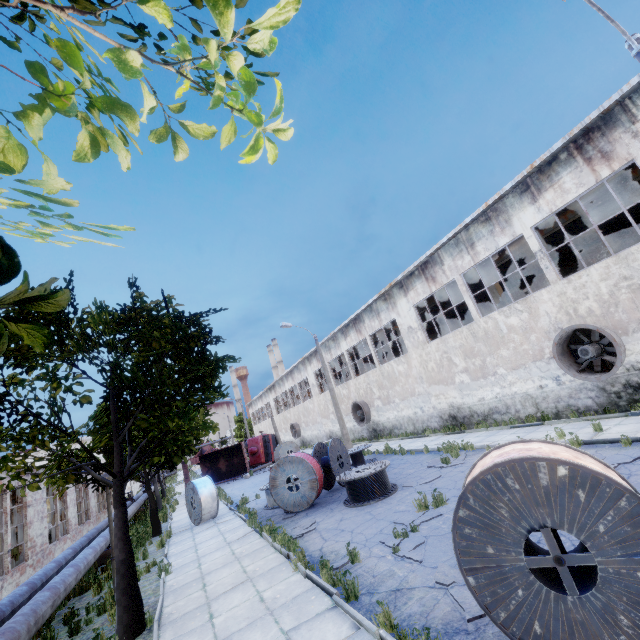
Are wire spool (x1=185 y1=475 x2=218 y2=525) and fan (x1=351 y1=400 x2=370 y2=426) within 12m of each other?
no

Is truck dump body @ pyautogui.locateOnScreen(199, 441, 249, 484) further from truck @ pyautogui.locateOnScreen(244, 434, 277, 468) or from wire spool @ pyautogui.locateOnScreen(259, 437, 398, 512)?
wire spool @ pyautogui.locateOnScreen(259, 437, 398, 512)

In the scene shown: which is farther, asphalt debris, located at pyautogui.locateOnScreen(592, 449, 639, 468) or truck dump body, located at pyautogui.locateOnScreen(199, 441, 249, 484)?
truck dump body, located at pyautogui.locateOnScreen(199, 441, 249, 484)

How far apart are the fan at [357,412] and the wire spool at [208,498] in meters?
13.5 m

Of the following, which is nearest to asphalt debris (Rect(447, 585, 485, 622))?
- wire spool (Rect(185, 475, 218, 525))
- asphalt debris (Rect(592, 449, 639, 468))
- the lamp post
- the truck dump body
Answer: asphalt debris (Rect(592, 449, 639, 468))

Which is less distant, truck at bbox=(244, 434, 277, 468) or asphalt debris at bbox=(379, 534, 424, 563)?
asphalt debris at bbox=(379, 534, 424, 563)

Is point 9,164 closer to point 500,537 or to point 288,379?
point 500,537

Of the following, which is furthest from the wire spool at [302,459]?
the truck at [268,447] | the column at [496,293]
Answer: the truck at [268,447]
